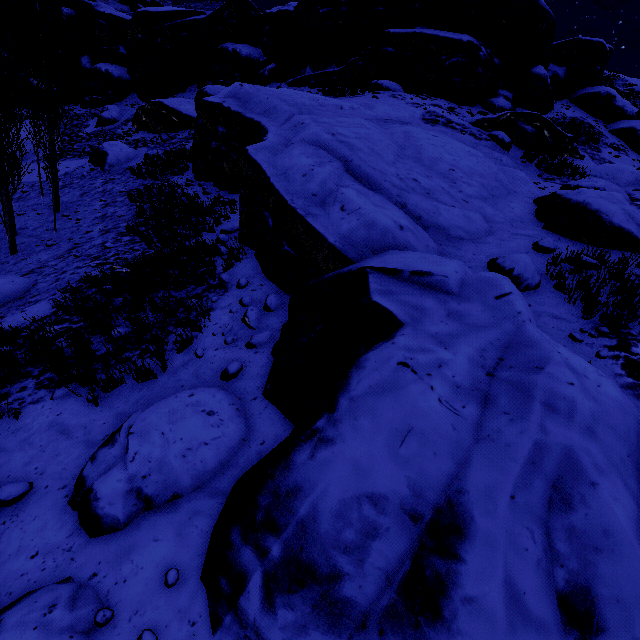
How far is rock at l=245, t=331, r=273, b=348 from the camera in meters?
5.3 m

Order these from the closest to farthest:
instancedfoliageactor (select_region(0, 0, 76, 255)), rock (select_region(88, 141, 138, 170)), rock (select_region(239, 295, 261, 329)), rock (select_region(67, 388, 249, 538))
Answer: rock (select_region(67, 388, 249, 538)) → rock (select_region(239, 295, 261, 329)) → instancedfoliageactor (select_region(0, 0, 76, 255)) → rock (select_region(88, 141, 138, 170))

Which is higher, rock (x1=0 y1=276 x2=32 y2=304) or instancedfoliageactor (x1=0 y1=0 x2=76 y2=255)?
instancedfoliageactor (x1=0 y1=0 x2=76 y2=255)

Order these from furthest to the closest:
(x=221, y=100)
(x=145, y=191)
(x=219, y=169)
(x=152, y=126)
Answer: (x=152, y=126) → (x=145, y=191) → (x=219, y=169) → (x=221, y=100)

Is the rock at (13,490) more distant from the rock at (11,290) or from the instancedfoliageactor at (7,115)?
the instancedfoliageactor at (7,115)

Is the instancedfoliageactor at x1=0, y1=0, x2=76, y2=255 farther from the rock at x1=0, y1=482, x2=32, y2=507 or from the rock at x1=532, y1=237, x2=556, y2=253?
the rock at x1=0, y1=482, x2=32, y2=507

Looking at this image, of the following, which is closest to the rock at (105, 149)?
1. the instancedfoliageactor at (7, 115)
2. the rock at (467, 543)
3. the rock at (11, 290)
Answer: the instancedfoliageactor at (7, 115)

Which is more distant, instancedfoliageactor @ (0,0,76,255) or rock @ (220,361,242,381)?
instancedfoliageactor @ (0,0,76,255)
